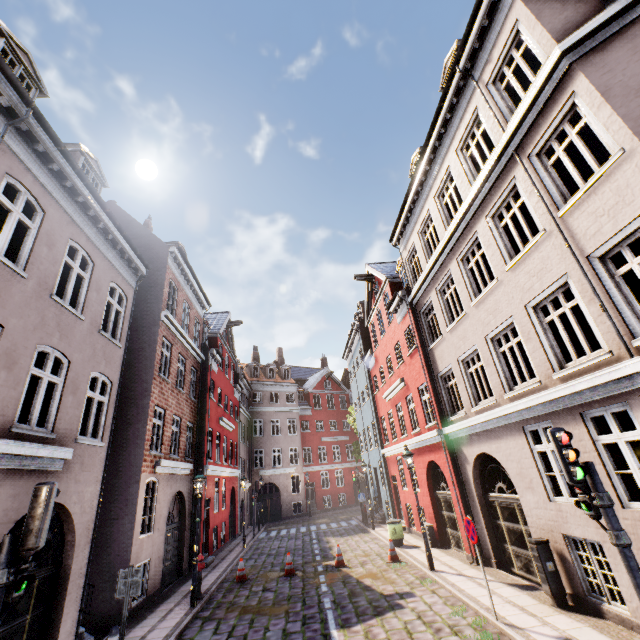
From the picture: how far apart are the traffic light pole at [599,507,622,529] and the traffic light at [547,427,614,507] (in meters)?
0.01

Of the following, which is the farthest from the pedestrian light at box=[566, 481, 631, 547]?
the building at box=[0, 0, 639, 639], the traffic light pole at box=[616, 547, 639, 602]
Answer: the building at box=[0, 0, 639, 639]

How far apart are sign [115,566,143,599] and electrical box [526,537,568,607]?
8.92m

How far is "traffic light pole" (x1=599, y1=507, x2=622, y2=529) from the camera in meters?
4.3

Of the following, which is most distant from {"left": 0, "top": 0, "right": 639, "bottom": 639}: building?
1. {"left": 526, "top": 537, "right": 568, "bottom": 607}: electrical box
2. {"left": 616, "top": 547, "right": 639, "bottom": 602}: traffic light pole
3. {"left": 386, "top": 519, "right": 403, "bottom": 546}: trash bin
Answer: {"left": 616, "top": 547, "right": 639, "bottom": 602}: traffic light pole

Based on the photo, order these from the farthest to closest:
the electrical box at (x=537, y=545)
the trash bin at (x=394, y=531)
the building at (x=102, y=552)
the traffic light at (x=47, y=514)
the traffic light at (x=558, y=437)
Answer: the trash bin at (x=394, y=531) → the electrical box at (x=537, y=545) → the building at (x=102, y=552) → the traffic light at (x=558, y=437) → the traffic light at (x=47, y=514)

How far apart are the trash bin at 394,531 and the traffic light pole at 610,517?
12.58m

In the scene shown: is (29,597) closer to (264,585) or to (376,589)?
(264,585)
